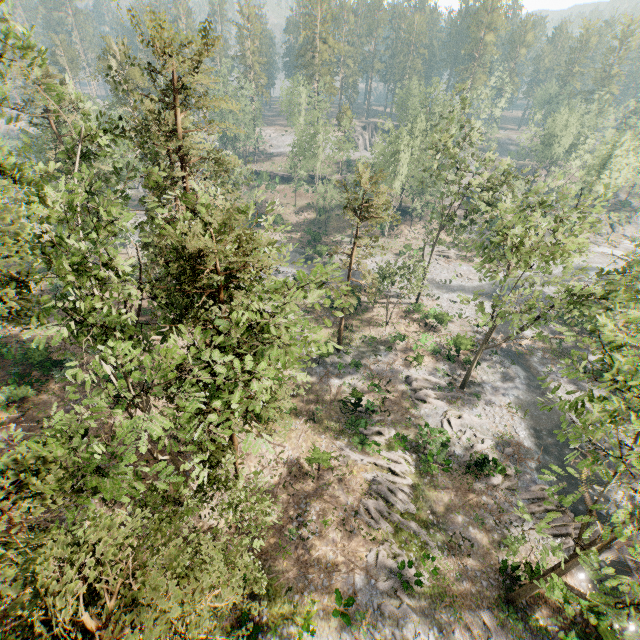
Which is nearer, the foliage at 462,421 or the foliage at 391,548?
the foliage at 391,548

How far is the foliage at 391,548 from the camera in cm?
1947

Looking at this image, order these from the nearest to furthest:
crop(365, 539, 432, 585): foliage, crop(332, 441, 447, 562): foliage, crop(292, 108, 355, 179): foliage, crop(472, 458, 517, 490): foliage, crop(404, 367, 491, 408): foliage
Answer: crop(365, 539, 432, 585): foliage < crop(332, 441, 447, 562): foliage < crop(472, 458, 517, 490): foliage < crop(404, 367, 491, 408): foliage < crop(292, 108, 355, 179): foliage

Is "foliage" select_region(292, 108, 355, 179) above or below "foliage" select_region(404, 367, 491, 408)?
above

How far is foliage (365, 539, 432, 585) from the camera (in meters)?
19.47

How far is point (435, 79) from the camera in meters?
59.5 m
